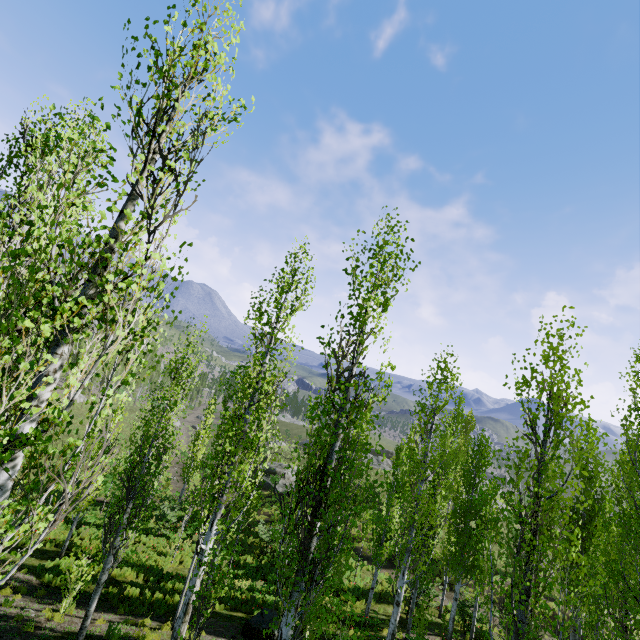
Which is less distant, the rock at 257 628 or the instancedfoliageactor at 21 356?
the instancedfoliageactor at 21 356

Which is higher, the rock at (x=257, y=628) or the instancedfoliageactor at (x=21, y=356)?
the instancedfoliageactor at (x=21, y=356)

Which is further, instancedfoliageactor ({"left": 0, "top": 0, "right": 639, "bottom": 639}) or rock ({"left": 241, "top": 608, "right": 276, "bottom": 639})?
rock ({"left": 241, "top": 608, "right": 276, "bottom": 639})

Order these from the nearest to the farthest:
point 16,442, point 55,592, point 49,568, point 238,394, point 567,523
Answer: point 16,442, point 567,523, point 55,592, point 49,568, point 238,394

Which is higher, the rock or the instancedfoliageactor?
the instancedfoliageactor
